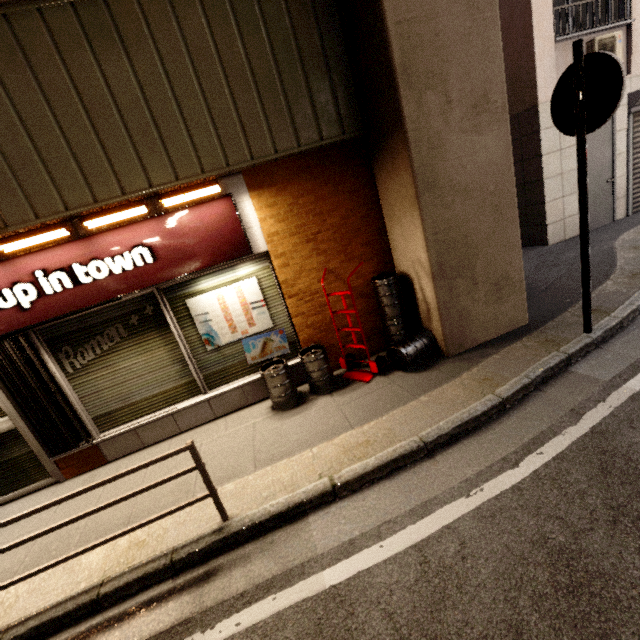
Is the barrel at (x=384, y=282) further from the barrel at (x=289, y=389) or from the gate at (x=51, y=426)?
the gate at (x=51, y=426)

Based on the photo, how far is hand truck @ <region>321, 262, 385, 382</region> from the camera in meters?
4.2

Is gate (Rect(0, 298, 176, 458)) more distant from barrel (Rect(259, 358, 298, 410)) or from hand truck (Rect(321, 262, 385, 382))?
hand truck (Rect(321, 262, 385, 382))

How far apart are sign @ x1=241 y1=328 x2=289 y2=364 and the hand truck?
0.76m

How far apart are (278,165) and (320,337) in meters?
2.4

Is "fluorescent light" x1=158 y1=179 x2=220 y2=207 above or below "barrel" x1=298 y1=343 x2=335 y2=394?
above

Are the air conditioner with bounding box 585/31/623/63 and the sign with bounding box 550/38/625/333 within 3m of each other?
no

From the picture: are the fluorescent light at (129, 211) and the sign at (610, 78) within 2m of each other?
no
